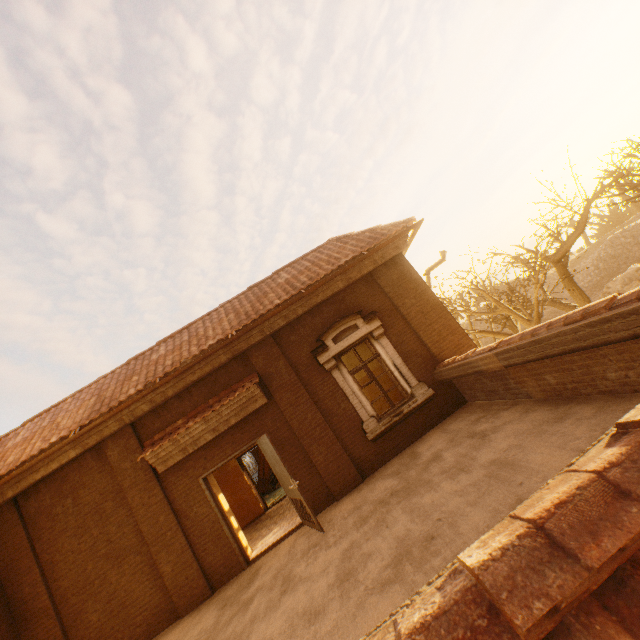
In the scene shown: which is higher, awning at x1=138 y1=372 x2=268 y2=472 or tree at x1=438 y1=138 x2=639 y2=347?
awning at x1=138 y1=372 x2=268 y2=472

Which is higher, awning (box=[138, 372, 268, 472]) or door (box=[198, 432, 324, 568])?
awning (box=[138, 372, 268, 472])

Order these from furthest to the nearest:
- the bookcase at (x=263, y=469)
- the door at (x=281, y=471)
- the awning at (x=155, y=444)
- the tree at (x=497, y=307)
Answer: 1. the bookcase at (x=263, y=469)
2. the tree at (x=497, y=307)
3. the awning at (x=155, y=444)
4. the door at (x=281, y=471)

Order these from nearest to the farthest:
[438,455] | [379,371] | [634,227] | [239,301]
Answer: [438,455] < [239,301] < [379,371] < [634,227]

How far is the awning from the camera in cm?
736

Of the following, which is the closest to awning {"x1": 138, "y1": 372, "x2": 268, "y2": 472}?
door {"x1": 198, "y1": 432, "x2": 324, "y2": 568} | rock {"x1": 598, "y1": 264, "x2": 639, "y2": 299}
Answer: door {"x1": 198, "y1": 432, "x2": 324, "y2": 568}

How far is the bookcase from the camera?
16.1m

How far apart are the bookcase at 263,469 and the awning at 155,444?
9.4m
